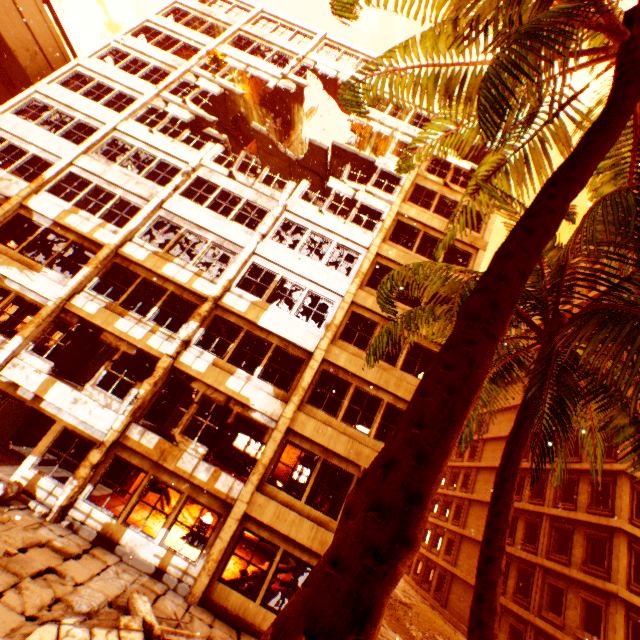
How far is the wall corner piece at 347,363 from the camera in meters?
12.9

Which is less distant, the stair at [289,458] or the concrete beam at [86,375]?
the concrete beam at [86,375]

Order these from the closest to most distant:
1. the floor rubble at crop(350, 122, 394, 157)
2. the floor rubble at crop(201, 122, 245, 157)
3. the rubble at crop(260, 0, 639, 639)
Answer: the rubble at crop(260, 0, 639, 639) < the floor rubble at crop(201, 122, 245, 157) < the floor rubble at crop(350, 122, 394, 157)

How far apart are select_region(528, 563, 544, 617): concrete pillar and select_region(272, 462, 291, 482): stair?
16.79m

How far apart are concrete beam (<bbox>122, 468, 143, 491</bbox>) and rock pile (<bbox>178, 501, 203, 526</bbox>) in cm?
290

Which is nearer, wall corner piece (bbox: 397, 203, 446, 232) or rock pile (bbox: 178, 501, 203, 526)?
rock pile (bbox: 178, 501, 203, 526)

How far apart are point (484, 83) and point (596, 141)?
1.2m

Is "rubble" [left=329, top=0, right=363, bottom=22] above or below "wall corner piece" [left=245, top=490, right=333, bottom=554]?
above
